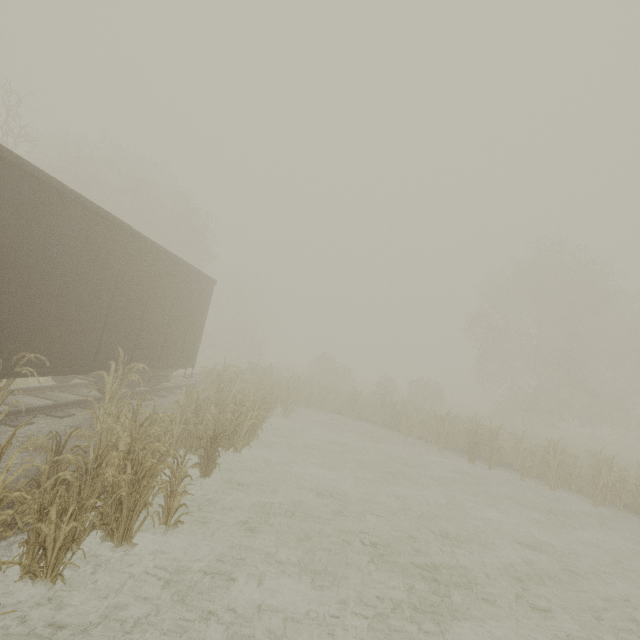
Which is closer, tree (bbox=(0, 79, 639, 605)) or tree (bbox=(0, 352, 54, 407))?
tree (bbox=(0, 79, 639, 605))

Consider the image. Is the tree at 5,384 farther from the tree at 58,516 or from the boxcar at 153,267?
the tree at 58,516

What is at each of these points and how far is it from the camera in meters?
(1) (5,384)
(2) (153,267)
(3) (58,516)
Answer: (1) tree, 5.7 m
(2) boxcar, 9.2 m
(3) tree, 4.1 m

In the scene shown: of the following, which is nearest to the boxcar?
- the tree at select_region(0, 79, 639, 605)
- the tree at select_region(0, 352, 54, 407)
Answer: the tree at select_region(0, 352, 54, 407)

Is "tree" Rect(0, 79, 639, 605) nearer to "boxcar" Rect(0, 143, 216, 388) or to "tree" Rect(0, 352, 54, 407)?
"boxcar" Rect(0, 143, 216, 388)

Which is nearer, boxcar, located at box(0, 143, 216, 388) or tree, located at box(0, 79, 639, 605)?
tree, located at box(0, 79, 639, 605)

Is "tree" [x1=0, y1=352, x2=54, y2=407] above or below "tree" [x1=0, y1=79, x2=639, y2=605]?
above
